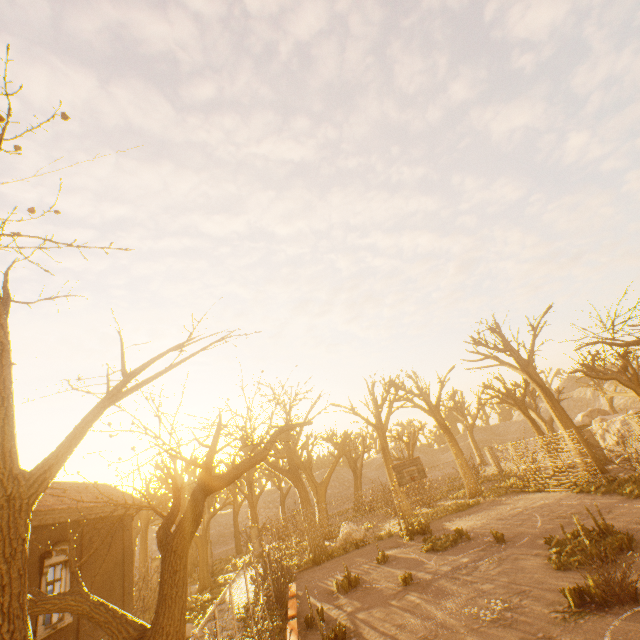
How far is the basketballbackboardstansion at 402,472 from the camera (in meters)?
17.52

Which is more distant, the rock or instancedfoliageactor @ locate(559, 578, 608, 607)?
the rock

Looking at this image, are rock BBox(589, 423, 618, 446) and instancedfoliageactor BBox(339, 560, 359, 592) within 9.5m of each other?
no

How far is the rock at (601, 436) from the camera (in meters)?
27.17

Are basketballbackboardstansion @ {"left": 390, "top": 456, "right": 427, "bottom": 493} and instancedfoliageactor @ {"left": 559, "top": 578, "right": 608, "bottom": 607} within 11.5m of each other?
yes

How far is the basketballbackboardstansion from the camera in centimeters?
1752cm

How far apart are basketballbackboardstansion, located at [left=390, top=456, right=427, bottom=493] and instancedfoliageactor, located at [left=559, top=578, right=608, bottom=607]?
9.54m

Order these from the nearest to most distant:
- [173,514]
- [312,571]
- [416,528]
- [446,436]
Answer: [173,514] → [312,571] → [416,528] → [446,436]
